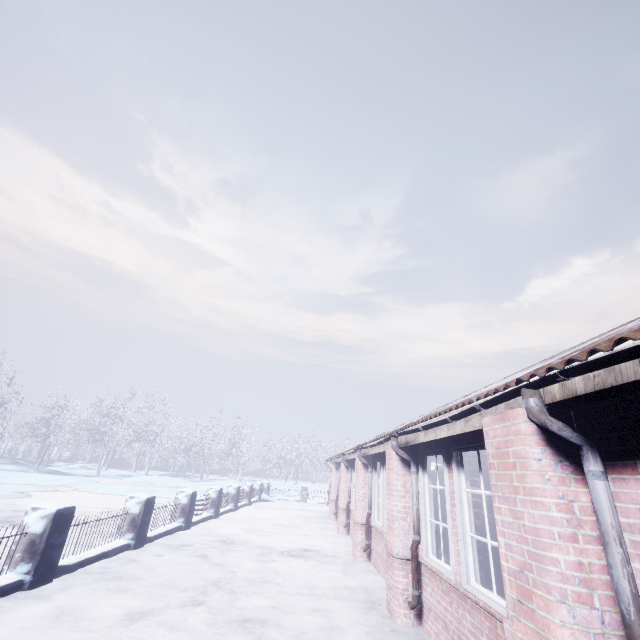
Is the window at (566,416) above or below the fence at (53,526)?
above

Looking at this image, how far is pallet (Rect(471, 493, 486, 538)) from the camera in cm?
562

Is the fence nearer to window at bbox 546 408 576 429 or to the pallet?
window at bbox 546 408 576 429

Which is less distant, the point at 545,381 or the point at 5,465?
the point at 545,381

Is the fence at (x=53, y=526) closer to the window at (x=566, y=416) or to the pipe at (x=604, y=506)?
the window at (x=566, y=416)

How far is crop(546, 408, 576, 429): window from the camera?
2.1m

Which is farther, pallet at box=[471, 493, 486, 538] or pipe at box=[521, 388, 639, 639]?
pallet at box=[471, 493, 486, 538]

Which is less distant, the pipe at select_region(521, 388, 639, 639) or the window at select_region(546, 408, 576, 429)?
the pipe at select_region(521, 388, 639, 639)
